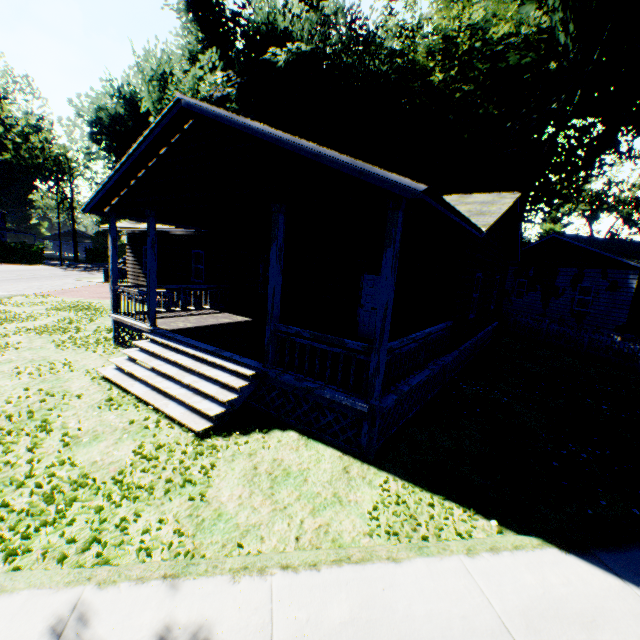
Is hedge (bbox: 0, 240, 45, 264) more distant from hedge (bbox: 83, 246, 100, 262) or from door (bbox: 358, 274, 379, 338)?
door (bbox: 358, 274, 379, 338)

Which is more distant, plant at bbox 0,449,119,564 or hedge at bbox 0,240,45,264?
hedge at bbox 0,240,45,264

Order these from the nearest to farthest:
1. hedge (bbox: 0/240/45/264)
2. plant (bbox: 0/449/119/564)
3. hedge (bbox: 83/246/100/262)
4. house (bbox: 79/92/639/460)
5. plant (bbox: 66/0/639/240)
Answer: plant (bbox: 0/449/119/564), house (bbox: 79/92/639/460), plant (bbox: 66/0/639/240), hedge (bbox: 0/240/45/264), hedge (bbox: 83/246/100/262)

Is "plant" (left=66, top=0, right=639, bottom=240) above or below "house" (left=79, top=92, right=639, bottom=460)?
above

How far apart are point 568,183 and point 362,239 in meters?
23.0 m

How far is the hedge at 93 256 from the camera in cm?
5753

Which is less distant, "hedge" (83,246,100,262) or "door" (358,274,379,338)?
"door" (358,274,379,338)

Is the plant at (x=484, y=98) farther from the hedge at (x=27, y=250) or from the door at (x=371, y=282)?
the hedge at (x=27, y=250)
